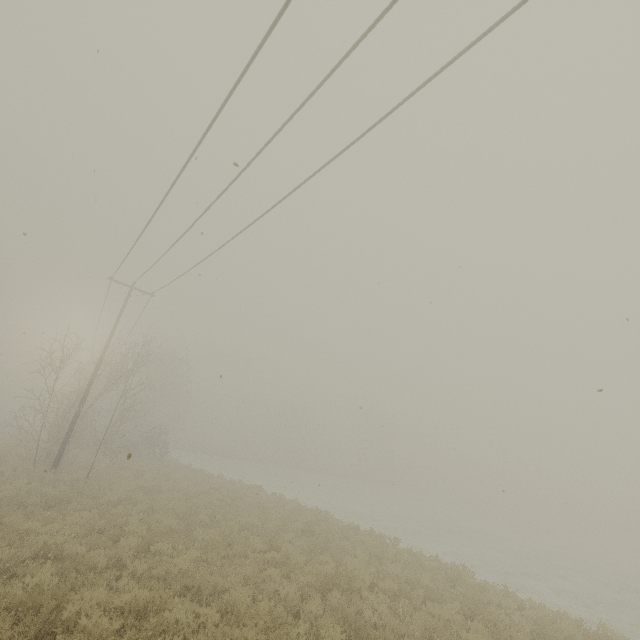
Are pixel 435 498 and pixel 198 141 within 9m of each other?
no
